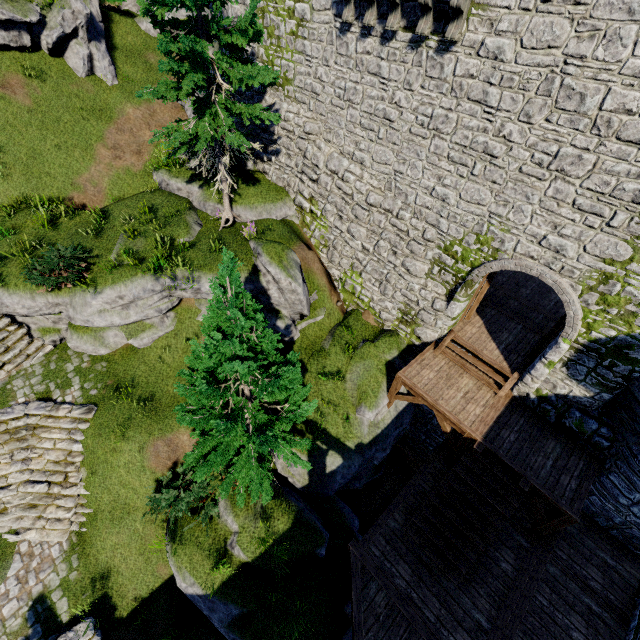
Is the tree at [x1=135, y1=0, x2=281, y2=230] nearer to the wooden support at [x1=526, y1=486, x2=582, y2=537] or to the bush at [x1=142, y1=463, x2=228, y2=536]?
the bush at [x1=142, y1=463, x2=228, y2=536]

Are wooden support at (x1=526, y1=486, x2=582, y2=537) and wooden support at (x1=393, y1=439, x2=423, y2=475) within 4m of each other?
yes

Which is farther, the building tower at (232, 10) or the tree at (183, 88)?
the building tower at (232, 10)

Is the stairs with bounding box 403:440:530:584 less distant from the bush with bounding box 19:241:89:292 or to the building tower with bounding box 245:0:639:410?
the building tower with bounding box 245:0:639:410

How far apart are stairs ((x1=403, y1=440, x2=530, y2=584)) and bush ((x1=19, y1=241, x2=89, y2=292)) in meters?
13.2

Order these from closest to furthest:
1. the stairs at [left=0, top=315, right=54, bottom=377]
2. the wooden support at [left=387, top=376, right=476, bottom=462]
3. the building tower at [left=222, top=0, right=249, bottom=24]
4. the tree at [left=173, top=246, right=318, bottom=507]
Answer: the tree at [left=173, top=246, right=318, bottom=507] → the wooden support at [left=387, top=376, right=476, bottom=462] → the stairs at [left=0, top=315, right=54, bottom=377] → the building tower at [left=222, top=0, right=249, bottom=24]

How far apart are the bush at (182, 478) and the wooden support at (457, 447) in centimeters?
690cm

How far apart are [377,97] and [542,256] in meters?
7.0
